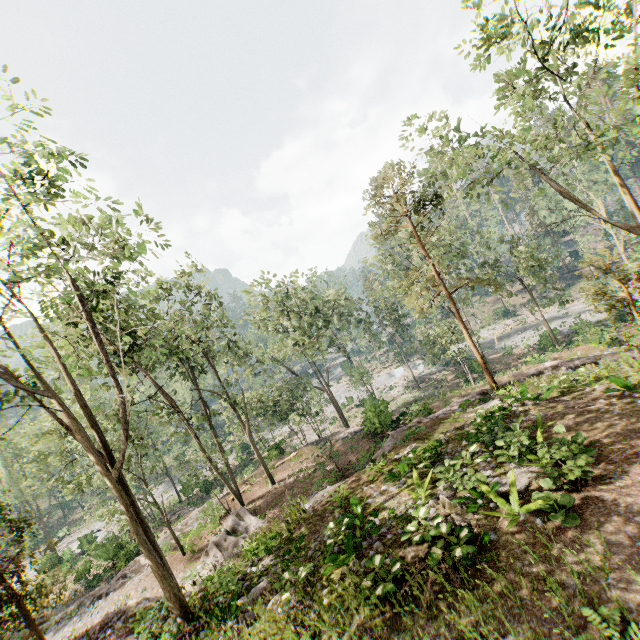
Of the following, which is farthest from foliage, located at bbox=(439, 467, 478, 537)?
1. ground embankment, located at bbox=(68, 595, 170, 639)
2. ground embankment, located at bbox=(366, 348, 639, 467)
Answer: ground embankment, located at bbox=(366, 348, 639, 467)

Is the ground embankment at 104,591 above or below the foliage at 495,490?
below

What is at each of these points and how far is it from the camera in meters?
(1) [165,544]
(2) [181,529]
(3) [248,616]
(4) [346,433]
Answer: (1) ground embankment, 23.3 m
(2) ground embankment, 26.1 m
(3) foliage, 10.0 m
(4) ground embankment, 29.8 m

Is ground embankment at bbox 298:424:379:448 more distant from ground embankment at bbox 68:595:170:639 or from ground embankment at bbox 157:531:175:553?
ground embankment at bbox 68:595:170:639

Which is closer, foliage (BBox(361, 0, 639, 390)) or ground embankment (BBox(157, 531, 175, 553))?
foliage (BBox(361, 0, 639, 390))

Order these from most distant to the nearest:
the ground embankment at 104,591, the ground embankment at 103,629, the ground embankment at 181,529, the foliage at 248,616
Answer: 1. the ground embankment at 181,529
2. the ground embankment at 104,591
3. the ground embankment at 103,629
4. the foliage at 248,616

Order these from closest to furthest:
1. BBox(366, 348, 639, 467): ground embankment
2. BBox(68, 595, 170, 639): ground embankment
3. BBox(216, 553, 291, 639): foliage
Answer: BBox(216, 553, 291, 639): foliage → BBox(68, 595, 170, 639): ground embankment → BBox(366, 348, 639, 467): ground embankment

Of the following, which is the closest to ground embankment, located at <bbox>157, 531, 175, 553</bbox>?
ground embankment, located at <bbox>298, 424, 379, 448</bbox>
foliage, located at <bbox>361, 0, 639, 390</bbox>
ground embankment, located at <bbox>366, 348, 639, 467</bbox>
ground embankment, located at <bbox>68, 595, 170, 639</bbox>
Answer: foliage, located at <bbox>361, 0, 639, 390</bbox>
